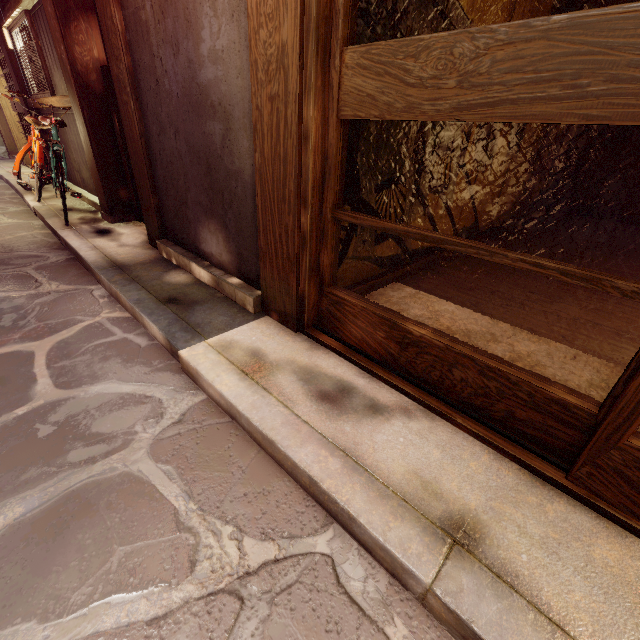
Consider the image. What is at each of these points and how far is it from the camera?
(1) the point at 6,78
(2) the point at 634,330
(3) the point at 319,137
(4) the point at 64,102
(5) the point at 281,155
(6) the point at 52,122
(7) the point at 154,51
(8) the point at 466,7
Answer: (1) door, 13.7m
(2) building, 5.0m
(3) door frame, 3.2m
(4) wood bar, 8.6m
(5) wood pole, 3.5m
(6) bicycle, 7.6m
(7) house, 4.7m
(8) building, 4.7m

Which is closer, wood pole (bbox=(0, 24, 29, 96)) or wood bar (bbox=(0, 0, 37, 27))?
wood bar (bbox=(0, 0, 37, 27))

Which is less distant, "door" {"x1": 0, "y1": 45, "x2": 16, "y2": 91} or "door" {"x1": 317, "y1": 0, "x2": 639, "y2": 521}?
"door" {"x1": 317, "y1": 0, "x2": 639, "y2": 521}

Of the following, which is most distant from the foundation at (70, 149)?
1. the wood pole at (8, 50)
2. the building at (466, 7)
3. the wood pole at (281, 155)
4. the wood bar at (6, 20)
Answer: the building at (466, 7)

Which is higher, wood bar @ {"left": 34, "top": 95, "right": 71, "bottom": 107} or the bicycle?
wood bar @ {"left": 34, "top": 95, "right": 71, "bottom": 107}

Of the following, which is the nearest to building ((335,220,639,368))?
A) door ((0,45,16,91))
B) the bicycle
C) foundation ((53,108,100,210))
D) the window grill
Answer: the bicycle

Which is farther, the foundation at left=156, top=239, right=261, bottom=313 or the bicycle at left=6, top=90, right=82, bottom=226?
the bicycle at left=6, top=90, right=82, bottom=226

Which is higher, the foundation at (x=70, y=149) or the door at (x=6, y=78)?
the door at (x=6, y=78)
